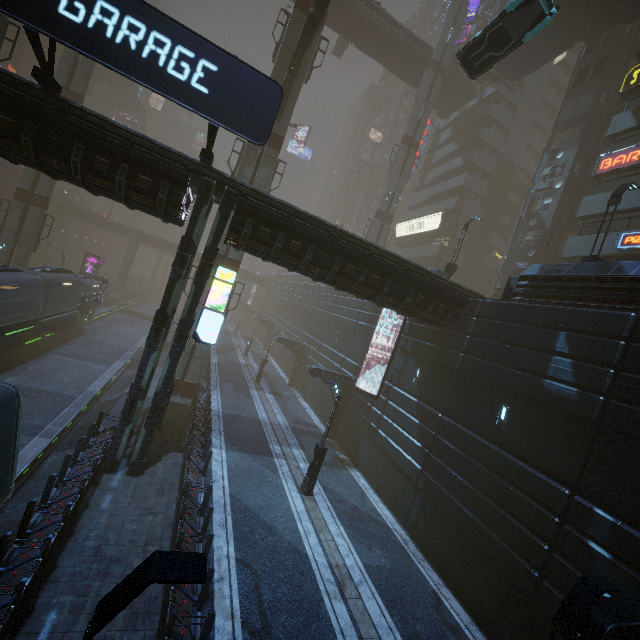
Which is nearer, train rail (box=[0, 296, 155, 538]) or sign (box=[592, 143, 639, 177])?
train rail (box=[0, 296, 155, 538])

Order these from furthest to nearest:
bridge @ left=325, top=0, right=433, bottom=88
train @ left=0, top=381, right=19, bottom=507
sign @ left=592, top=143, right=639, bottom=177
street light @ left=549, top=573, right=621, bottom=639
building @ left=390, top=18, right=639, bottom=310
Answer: bridge @ left=325, top=0, right=433, bottom=88 < sign @ left=592, top=143, right=639, bottom=177 < building @ left=390, top=18, right=639, bottom=310 < train @ left=0, top=381, right=19, bottom=507 < street light @ left=549, top=573, right=621, bottom=639

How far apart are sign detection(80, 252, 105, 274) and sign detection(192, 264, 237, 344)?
39.8 meters

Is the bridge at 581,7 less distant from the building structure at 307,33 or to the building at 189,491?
the building at 189,491

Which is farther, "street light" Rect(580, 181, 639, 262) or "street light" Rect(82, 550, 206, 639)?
"street light" Rect(580, 181, 639, 262)

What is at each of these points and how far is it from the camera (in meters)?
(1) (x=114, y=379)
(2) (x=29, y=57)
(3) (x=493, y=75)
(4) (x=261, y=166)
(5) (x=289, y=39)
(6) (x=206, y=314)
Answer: (1) train rail, 23.33
(2) building, 58.16
(3) stairs, 33.03
(4) sm, 21.75
(5) sm, 21.28
(6) sign, 12.94

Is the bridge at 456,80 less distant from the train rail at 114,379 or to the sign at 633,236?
the sign at 633,236

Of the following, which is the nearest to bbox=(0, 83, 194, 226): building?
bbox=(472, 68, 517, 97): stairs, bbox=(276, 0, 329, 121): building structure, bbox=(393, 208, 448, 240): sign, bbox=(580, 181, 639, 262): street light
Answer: bbox=(393, 208, 448, 240): sign
